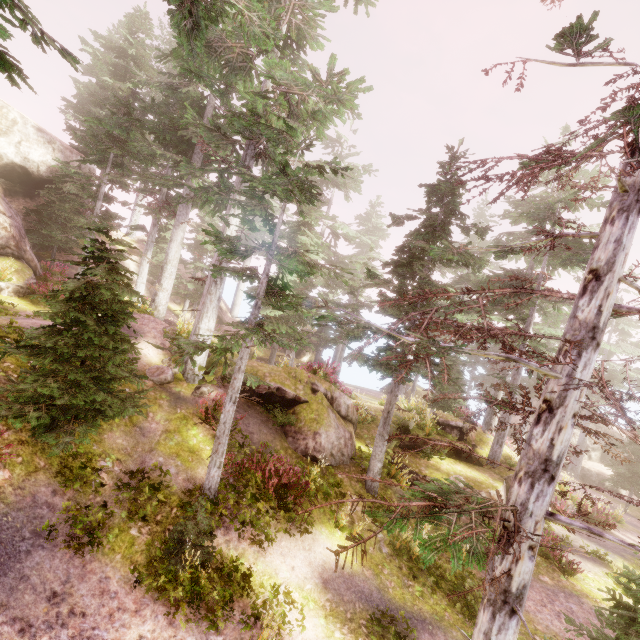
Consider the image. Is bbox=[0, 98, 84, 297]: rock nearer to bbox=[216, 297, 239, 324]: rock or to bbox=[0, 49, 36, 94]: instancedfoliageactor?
bbox=[0, 49, 36, 94]: instancedfoliageactor

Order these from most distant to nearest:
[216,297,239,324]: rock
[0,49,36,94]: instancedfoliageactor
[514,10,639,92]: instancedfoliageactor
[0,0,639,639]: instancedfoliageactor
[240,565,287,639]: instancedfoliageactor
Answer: [216,297,239,324]: rock
[240,565,287,639]: instancedfoliageactor
[0,0,639,639]: instancedfoliageactor
[514,10,639,92]: instancedfoliageactor
[0,49,36,94]: instancedfoliageactor

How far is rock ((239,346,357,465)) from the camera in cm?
1230

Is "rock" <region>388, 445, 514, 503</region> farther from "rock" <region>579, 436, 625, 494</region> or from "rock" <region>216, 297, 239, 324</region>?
"rock" <region>216, 297, 239, 324</region>

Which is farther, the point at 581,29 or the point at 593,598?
the point at 593,598

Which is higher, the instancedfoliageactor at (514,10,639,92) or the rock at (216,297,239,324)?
the instancedfoliageactor at (514,10,639,92)

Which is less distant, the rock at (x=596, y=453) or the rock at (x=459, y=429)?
the rock at (x=459, y=429)

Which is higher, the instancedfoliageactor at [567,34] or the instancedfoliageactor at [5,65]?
the instancedfoliageactor at [567,34]
